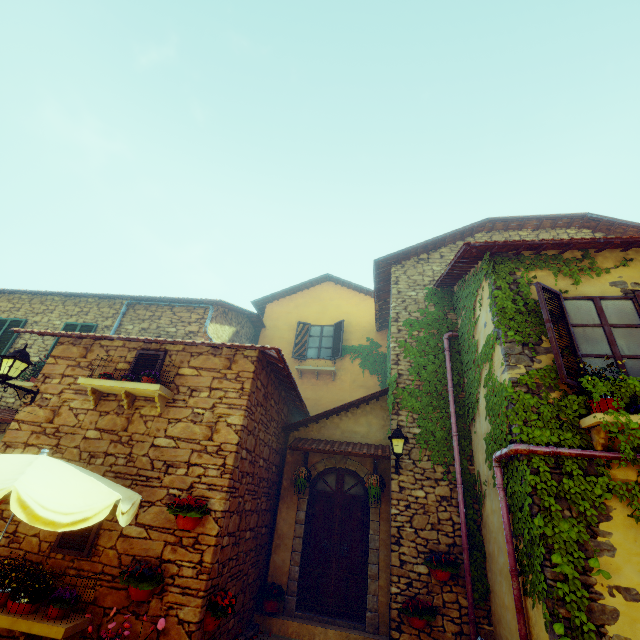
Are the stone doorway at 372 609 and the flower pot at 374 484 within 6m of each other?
yes

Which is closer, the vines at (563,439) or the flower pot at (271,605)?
the vines at (563,439)

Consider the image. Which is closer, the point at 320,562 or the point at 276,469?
the point at 320,562

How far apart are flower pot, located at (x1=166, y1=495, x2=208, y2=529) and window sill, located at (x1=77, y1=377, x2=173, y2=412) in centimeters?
149cm

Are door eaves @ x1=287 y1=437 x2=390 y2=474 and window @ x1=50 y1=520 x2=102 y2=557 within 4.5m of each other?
yes

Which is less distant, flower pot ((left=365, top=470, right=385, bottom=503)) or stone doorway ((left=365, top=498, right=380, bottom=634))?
stone doorway ((left=365, top=498, right=380, bottom=634))

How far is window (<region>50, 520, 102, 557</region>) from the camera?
4.6m

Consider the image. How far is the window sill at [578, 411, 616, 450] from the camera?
3.94m
